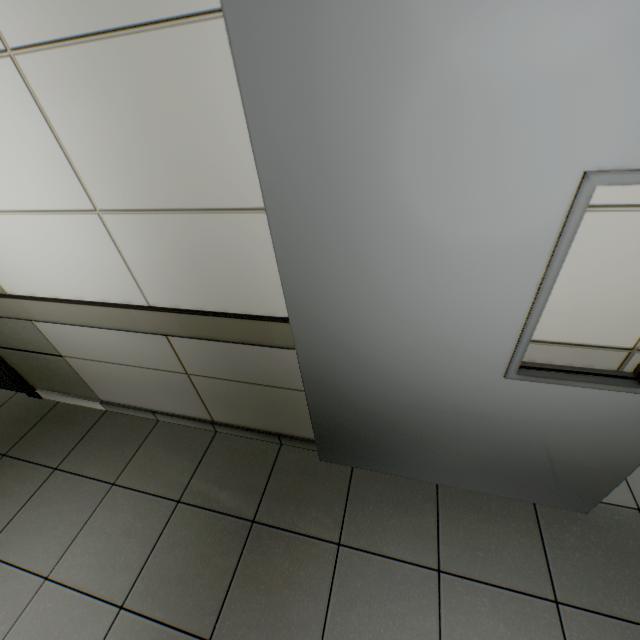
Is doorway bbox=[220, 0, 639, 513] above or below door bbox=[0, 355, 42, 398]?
above

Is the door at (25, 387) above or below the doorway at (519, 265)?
below

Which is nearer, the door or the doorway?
the doorway

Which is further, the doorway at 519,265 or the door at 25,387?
the door at 25,387

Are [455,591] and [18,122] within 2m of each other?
no
